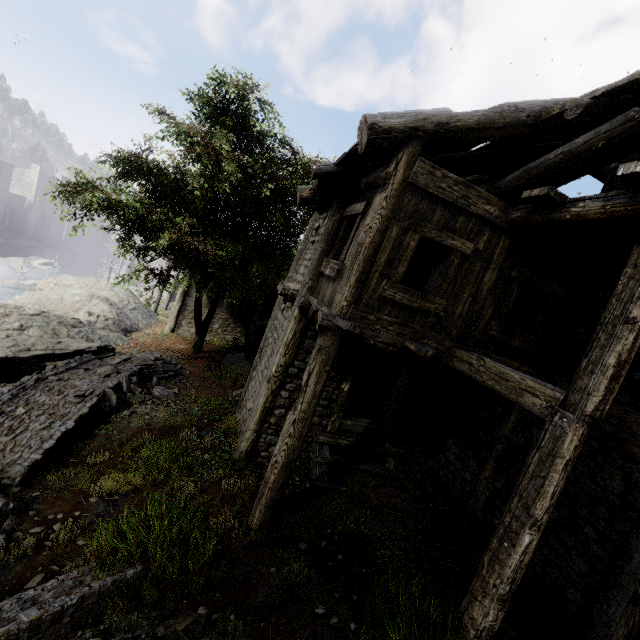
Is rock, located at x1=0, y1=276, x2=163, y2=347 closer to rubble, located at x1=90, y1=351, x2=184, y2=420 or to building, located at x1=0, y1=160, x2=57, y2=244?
building, located at x1=0, y1=160, x2=57, y2=244

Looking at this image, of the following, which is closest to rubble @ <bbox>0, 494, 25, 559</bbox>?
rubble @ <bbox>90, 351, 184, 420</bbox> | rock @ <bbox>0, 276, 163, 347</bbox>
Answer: rubble @ <bbox>90, 351, 184, 420</bbox>

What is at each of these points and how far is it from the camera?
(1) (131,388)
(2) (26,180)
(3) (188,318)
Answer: (1) rubble, 10.85m
(2) building, 55.94m
(3) building, 22.33m

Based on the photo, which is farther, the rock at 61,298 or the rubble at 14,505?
the rock at 61,298

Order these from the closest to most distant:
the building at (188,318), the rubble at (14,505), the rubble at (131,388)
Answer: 1. the rubble at (14,505)
2. the rubble at (131,388)
3. the building at (188,318)

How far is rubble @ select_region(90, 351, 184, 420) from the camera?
9.7m

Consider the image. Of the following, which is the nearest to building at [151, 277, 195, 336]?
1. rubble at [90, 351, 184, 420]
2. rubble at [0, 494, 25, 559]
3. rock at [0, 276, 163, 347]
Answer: rock at [0, 276, 163, 347]

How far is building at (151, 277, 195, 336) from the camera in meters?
21.8
